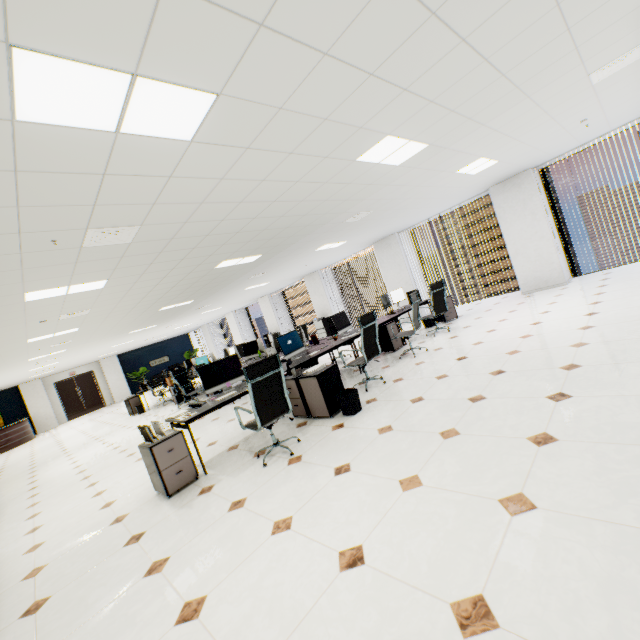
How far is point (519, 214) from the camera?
8.23m

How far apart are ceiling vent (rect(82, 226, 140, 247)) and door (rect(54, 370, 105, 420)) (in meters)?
21.37

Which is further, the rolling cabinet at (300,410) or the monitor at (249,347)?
the monitor at (249,347)

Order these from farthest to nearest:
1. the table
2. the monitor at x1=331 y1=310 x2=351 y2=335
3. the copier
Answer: the copier < the monitor at x1=331 y1=310 x2=351 y2=335 < the table

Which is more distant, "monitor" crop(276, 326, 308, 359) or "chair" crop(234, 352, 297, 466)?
"monitor" crop(276, 326, 308, 359)

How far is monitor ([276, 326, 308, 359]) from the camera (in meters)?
5.79

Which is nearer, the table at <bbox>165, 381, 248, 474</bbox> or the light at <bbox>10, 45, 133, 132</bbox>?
the light at <bbox>10, 45, 133, 132</bbox>

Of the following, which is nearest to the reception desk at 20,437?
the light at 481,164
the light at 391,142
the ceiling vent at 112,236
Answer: the ceiling vent at 112,236
